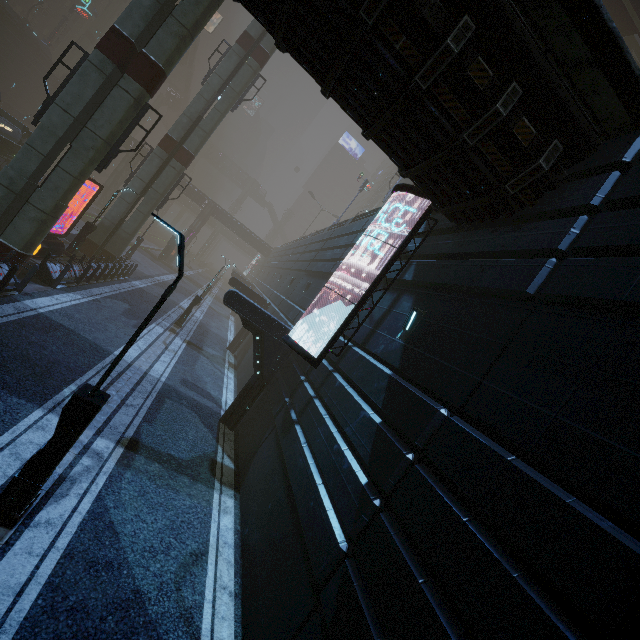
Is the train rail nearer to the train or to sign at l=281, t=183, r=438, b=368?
the train

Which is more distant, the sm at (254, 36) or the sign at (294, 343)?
the sm at (254, 36)

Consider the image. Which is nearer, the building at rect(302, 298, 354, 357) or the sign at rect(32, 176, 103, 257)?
the building at rect(302, 298, 354, 357)

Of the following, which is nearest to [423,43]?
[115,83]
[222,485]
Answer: [222,485]

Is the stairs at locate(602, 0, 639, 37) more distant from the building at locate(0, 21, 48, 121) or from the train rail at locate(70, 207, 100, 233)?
the train rail at locate(70, 207, 100, 233)

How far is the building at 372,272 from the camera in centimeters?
1148cm

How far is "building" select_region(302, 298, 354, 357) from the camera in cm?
1150
